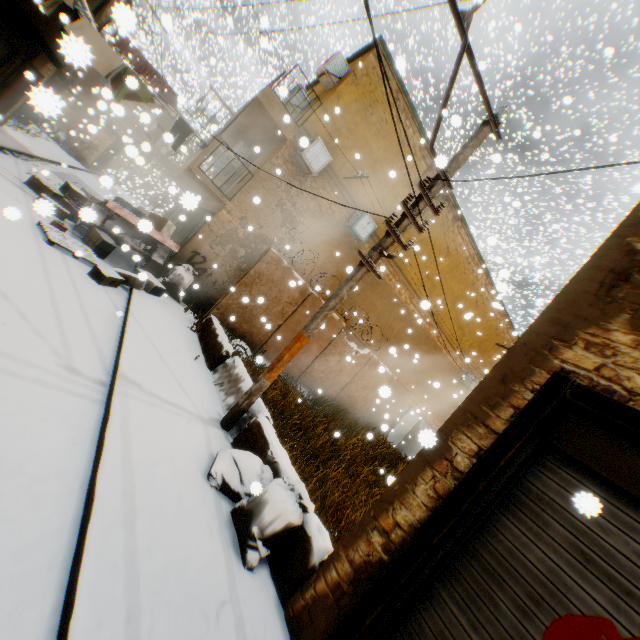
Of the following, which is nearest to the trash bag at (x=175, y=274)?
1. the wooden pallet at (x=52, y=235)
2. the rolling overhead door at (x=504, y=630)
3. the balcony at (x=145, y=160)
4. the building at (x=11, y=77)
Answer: the building at (x=11, y=77)

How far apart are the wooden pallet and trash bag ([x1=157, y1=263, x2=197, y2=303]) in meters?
1.8 m

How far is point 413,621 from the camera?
2.7m

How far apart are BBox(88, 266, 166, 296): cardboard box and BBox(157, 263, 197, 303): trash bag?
0.25m

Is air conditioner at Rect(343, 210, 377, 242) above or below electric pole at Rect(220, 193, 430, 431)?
above

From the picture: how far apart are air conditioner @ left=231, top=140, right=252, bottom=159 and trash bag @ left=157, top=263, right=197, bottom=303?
5.92m

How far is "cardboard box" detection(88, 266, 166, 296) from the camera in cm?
701

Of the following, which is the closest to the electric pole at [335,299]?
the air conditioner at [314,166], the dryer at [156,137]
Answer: the dryer at [156,137]
